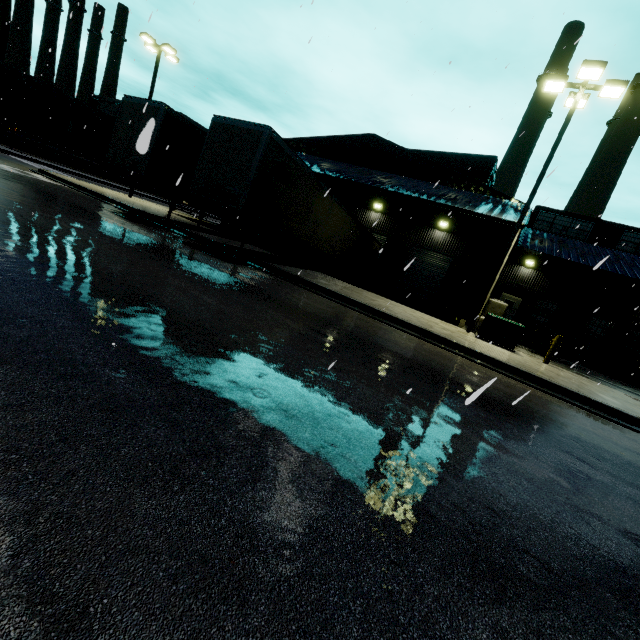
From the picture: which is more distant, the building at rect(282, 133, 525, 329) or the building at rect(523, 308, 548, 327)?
the building at rect(523, 308, 548, 327)

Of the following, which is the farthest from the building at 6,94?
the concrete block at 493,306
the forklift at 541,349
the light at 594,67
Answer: the light at 594,67

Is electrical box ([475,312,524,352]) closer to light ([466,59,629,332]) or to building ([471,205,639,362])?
light ([466,59,629,332])

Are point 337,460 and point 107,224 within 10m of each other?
no

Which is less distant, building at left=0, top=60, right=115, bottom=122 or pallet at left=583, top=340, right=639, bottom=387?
pallet at left=583, top=340, right=639, bottom=387

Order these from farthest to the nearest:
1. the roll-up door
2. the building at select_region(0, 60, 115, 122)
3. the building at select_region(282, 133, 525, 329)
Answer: the building at select_region(0, 60, 115, 122) → the roll-up door → the building at select_region(282, 133, 525, 329)

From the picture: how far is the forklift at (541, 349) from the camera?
16.11m

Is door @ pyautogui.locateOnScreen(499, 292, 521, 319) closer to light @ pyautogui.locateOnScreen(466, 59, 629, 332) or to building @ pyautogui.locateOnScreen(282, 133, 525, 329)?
building @ pyautogui.locateOnScreen(282, 133, 525, 329)
